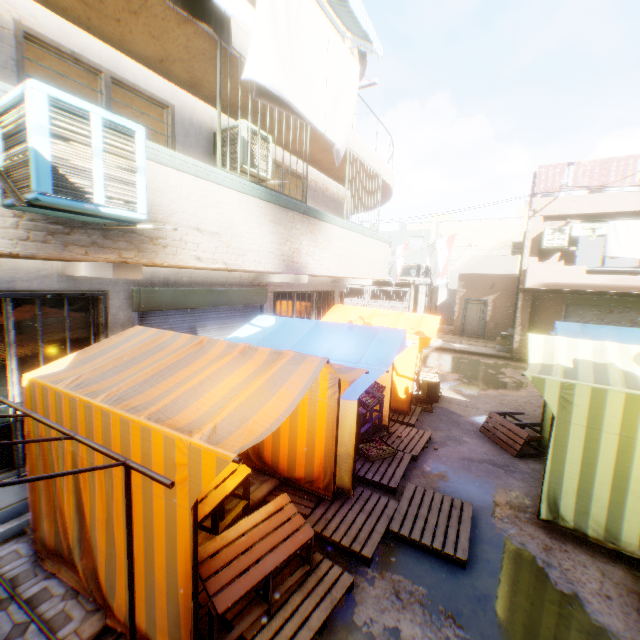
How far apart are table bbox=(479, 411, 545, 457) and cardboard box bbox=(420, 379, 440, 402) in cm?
168

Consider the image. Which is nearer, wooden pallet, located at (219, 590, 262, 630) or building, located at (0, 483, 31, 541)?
wooden pallet, located at (219, 590, 262, 630)

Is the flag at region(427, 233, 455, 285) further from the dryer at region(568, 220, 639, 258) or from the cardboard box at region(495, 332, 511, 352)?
the cardboard box at region(495, 332, 511, 352)

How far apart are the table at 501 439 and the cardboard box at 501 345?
9.3m

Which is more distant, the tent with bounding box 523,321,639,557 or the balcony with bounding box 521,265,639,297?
the balcony with bounding box 521,265,639,297

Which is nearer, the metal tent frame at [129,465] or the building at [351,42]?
the metal tent frame at [129,465]

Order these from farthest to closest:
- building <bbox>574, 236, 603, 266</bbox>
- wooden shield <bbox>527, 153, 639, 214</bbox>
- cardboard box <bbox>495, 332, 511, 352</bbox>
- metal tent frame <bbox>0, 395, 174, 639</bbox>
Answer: building <bbox>574, 236, 603, 266</bbox> → cardboard box <bbox>495, 332, 511, 352</bbox> → wooden shield <bbox>527, 153, 639, 214</bbox> → metal tent frame <bbox>0, 395, 174, 639</bbox>

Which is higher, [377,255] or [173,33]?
[173,33]
